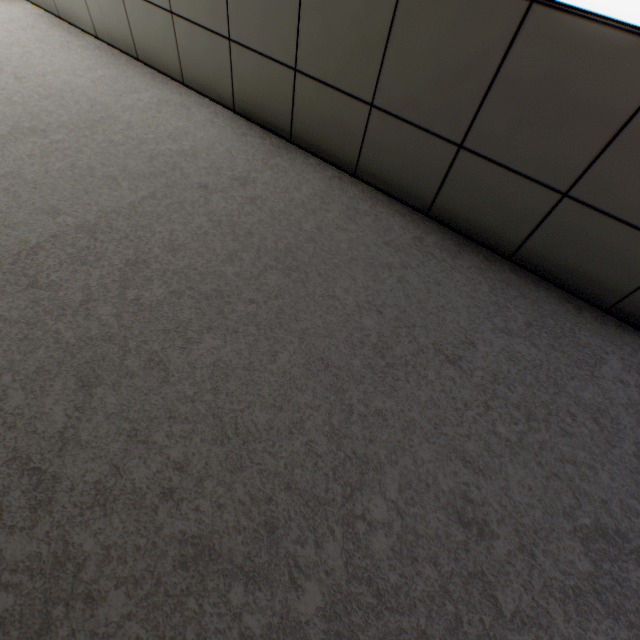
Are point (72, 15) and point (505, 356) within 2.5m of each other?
no
